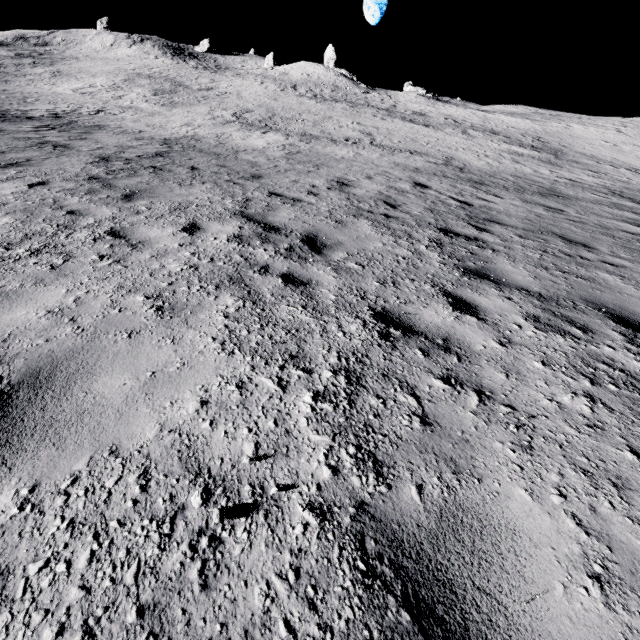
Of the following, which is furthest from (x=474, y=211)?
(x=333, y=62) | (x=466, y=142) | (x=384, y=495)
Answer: (x=333, y=62)
